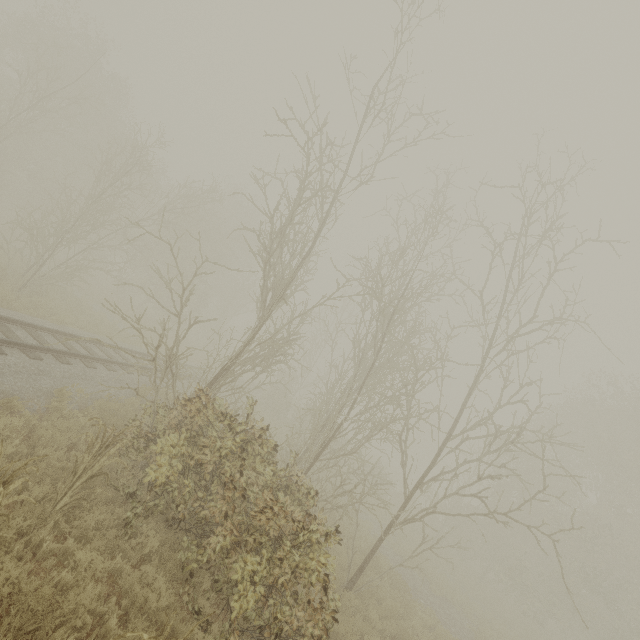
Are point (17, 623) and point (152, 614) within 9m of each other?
yes
